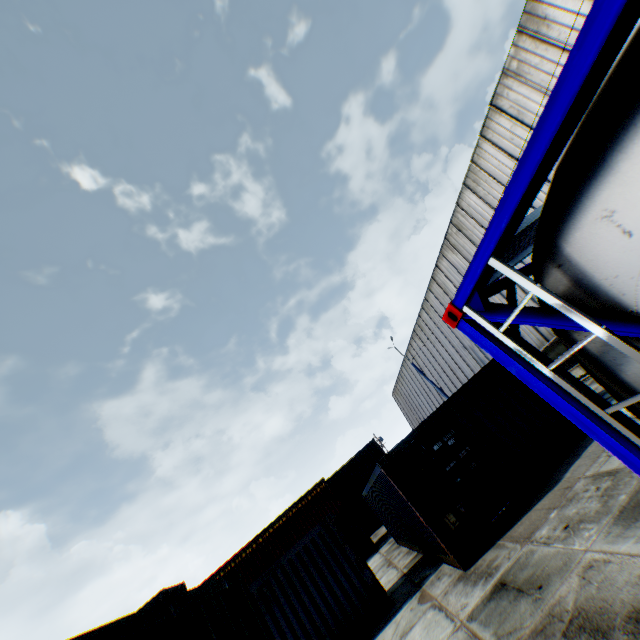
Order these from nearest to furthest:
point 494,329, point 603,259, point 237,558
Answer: point 603,259 → point 494,329 → point 237,558

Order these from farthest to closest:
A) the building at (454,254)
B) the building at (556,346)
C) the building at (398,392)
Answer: the building at (398,392), the building at (556,346), the building at (454,254)

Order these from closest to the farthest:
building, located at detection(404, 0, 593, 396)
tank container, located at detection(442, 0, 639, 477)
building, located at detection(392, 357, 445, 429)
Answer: tank container, located at detection(442, 0, 639, 477)
building, located at detection(404, 0, 593, 396)
building, located at detection(392, 357, 445, 429)

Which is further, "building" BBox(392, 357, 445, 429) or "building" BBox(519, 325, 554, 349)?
"building" BBox(392, 357, 445, 429)

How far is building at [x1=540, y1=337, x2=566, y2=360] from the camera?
17.5m

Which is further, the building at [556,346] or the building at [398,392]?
the building at [398,392]
